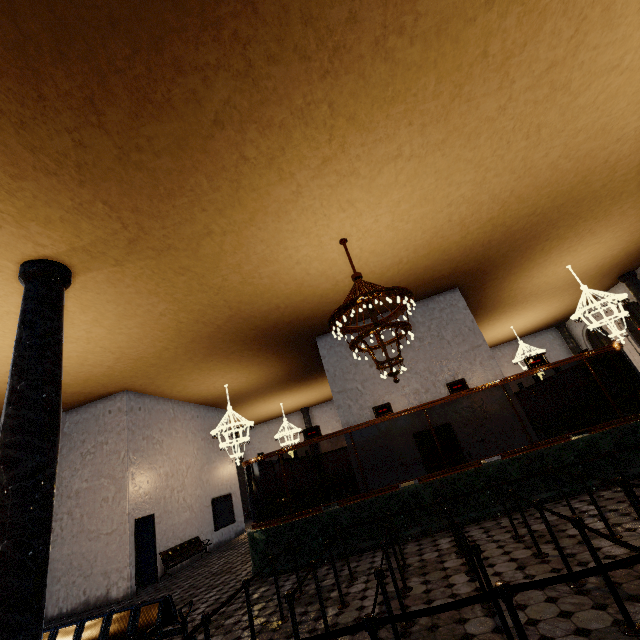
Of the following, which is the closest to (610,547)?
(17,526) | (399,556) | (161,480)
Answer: (399,556)
